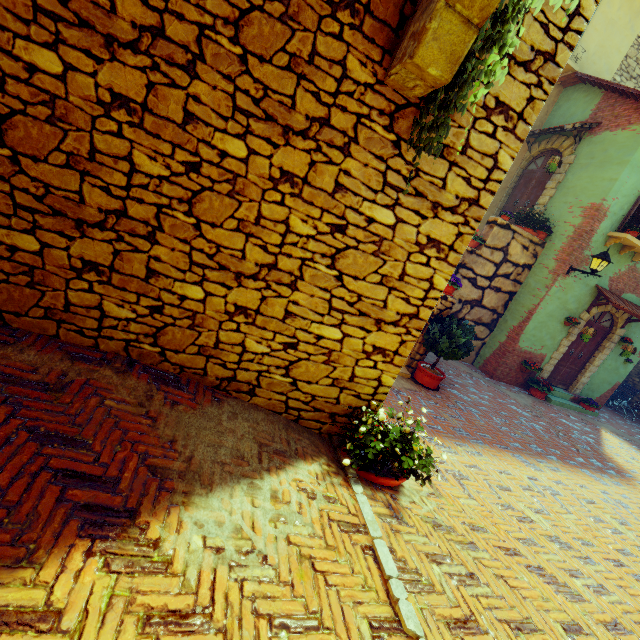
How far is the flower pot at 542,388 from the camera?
9.8m

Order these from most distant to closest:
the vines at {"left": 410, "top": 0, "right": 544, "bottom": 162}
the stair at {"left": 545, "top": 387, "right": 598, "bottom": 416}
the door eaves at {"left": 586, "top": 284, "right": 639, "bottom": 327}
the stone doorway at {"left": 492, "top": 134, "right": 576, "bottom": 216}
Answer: the stair at {"left": 545, "top": 387, "right": 598, "bottom": 416}
the stone doorway at {"left": 492, "top": 134, "right": 576, "bottom": 216}
the door eaves at {"left": 586, "top": 284, "right": 639, "bottom": 327}
the vines at {"left": 410, "top": 0, "right": 544, "bottom": 162}

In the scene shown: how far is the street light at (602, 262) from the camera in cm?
807

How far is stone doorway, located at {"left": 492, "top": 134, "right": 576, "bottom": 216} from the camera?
9.5 meters

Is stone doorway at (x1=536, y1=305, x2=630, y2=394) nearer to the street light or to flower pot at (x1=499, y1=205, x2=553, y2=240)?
the street light

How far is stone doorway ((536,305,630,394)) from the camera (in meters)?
9.69

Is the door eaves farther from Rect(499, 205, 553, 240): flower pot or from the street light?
Rect(499, 205, 553, 240): flower pot

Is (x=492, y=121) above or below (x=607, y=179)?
below
